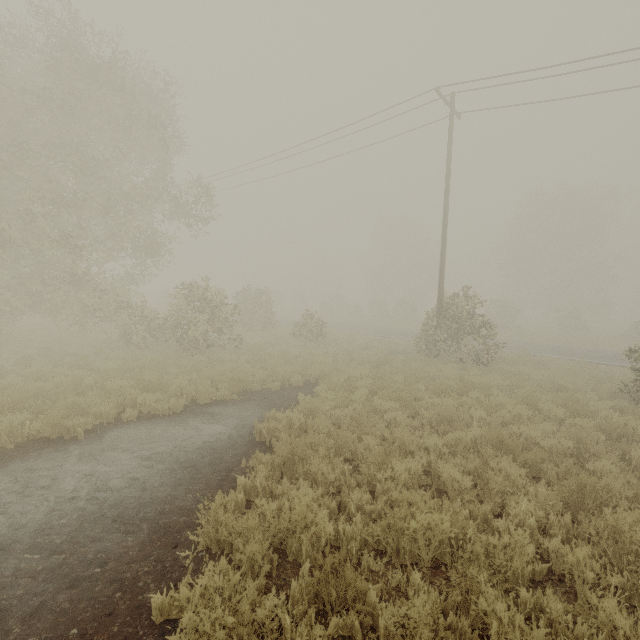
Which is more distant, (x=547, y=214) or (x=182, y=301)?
(x=547, y=214)
